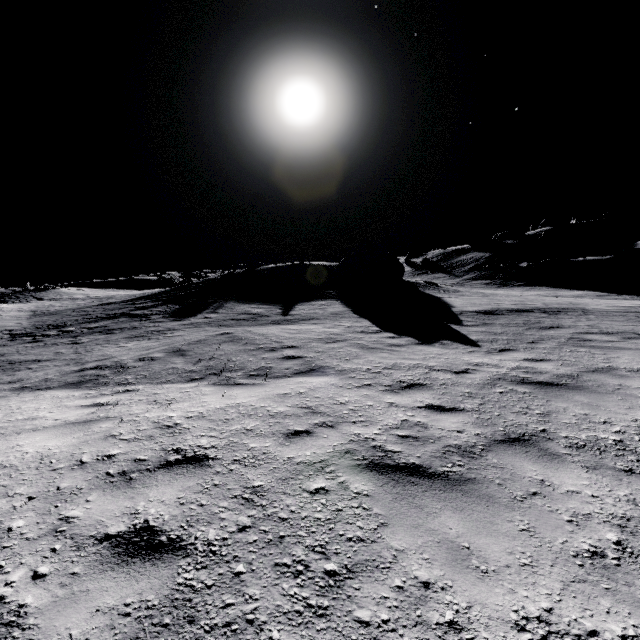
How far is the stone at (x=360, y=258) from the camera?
26.8 meters

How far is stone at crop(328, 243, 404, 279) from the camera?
26.8 meters

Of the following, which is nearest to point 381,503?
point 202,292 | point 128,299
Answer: point 202,292
